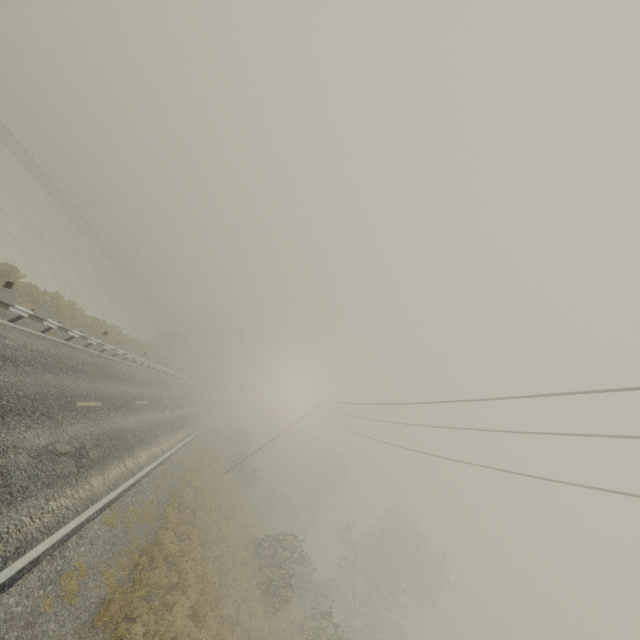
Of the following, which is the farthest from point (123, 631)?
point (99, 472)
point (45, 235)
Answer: point (45, 235)
